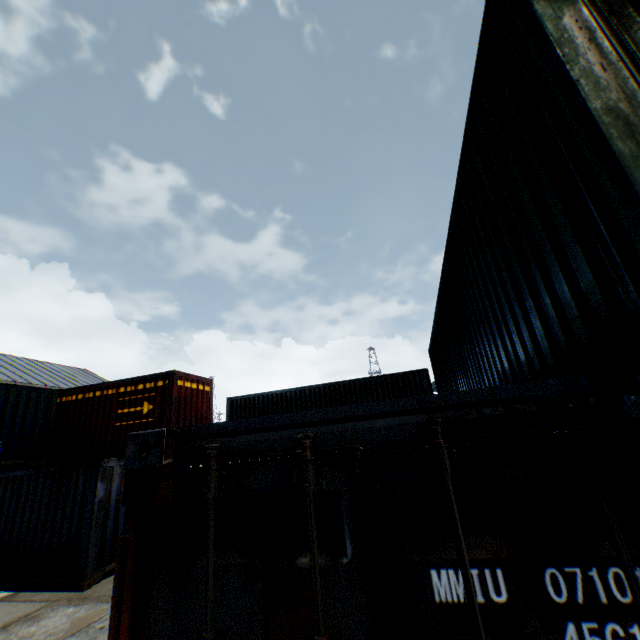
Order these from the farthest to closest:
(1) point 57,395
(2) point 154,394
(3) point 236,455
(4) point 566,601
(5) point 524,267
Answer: (1) point 57,395 → (2) point 154,394 → (5) point 524,267 → (3) point 236,455 → (4) point 566,601

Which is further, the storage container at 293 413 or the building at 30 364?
the building at 30 364

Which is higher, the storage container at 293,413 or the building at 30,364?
the building at 30,364

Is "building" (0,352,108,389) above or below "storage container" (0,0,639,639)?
above

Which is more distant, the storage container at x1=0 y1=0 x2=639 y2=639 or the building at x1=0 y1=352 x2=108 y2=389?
the building at x1=0 y1=352 x2=108 y2=389
